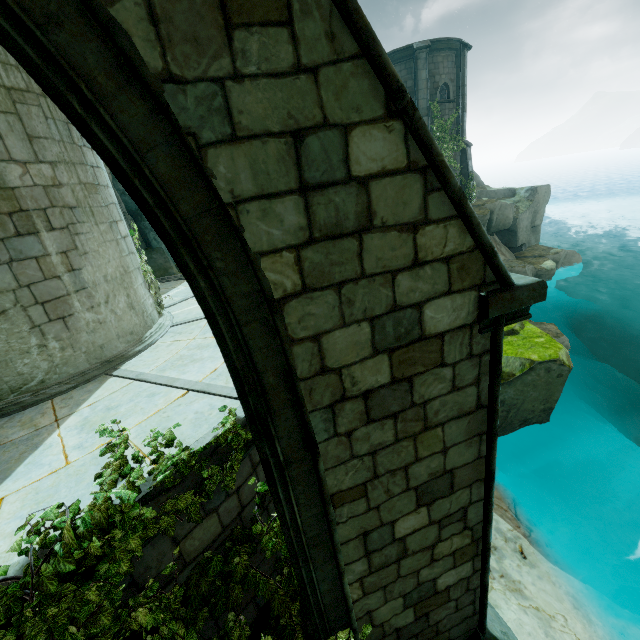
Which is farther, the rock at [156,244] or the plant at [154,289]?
the rock at [156,244]

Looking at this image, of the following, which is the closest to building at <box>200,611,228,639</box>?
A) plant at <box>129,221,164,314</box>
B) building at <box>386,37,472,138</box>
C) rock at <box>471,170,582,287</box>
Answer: plant at <box>129,221,164,314</box>

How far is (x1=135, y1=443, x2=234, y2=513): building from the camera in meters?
3.3 m

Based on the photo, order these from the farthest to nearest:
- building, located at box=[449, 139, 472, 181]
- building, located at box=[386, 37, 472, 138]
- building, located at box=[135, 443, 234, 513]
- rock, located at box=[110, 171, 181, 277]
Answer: building, located at box=[449, 139, 472, 181] < building, located at box=[386, 37, 472, 138] < rock, located at box=[110, 171, 181, 277] < building, located at box=[135, 443, 234, 513]

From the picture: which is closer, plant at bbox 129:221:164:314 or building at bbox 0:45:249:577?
building at bbox 0:45:249:577

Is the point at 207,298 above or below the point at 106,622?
above

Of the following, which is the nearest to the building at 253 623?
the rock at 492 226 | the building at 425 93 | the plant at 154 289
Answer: the plant at 154 289

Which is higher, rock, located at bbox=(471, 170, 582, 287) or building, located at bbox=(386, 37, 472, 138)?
building, located at bbox=(386, 37, 472, 138)
